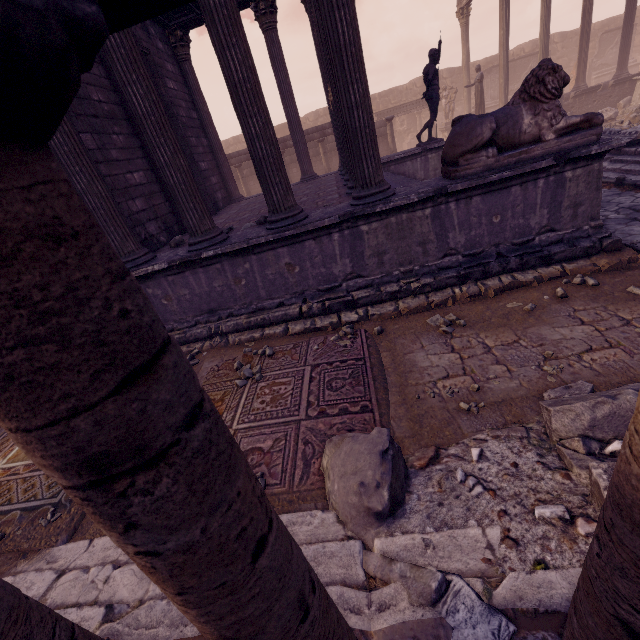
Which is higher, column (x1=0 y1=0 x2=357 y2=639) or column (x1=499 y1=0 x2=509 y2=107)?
column (x1=499 y1=0 x2=509 y2=107)

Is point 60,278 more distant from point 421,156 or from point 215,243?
point 421,156

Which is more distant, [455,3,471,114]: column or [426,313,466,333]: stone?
[455,3,471,114]: column

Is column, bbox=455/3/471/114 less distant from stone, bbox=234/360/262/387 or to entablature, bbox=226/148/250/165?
entablature, bbox=226/148/250/165

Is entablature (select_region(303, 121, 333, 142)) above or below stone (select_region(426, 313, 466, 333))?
above

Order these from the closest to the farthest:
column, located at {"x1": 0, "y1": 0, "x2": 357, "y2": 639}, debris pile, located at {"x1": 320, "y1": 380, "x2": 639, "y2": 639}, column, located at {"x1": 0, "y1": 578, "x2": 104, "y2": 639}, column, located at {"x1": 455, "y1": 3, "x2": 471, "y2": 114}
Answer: column, located at {"x1": 0, "y1": 0, "x2": 357, "y2": 639} → column, located at {"x1": 0, "y1": 578, "x2": 104, "y2": 639} → debris pile, located at {"x1": 320, "y1": 380, "x2": 639, "y2": 639} → column, located at {"x1": 455, "y1": 3, "x2": 471, "y2": 114}

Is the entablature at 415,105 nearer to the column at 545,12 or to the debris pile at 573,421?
the column at 545,12

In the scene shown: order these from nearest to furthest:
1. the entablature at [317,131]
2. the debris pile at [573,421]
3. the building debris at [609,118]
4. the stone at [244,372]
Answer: the debris pile at [573,421] → the stone at [244,372] → the building debris at [609,118] → the entablature at [317,131]
